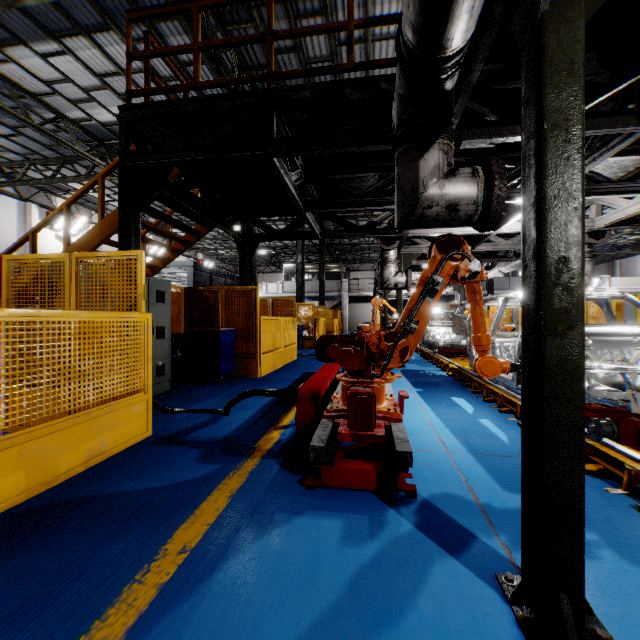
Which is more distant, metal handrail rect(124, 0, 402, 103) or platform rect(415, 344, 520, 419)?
platform rect(415, 344, 520, 419)

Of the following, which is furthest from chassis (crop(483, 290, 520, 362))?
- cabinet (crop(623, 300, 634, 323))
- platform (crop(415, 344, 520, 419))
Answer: cabinet (crop(623, 300, 634, 323))

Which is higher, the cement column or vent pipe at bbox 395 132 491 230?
the cement column

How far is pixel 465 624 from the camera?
1.5 meters

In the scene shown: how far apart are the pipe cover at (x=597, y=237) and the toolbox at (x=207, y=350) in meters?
8.4

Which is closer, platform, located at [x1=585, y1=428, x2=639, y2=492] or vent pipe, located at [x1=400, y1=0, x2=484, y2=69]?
vent pipe, located at [x1=400, y1=0, x2=484, y2=69]

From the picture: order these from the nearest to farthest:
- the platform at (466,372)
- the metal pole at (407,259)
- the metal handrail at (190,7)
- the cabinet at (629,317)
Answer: the metal handrail at (190,7) < the platform at (466,372) < the metal pole at (407,259) < the cabinet at (629,317)

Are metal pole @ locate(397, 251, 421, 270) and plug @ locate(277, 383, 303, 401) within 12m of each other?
yes
